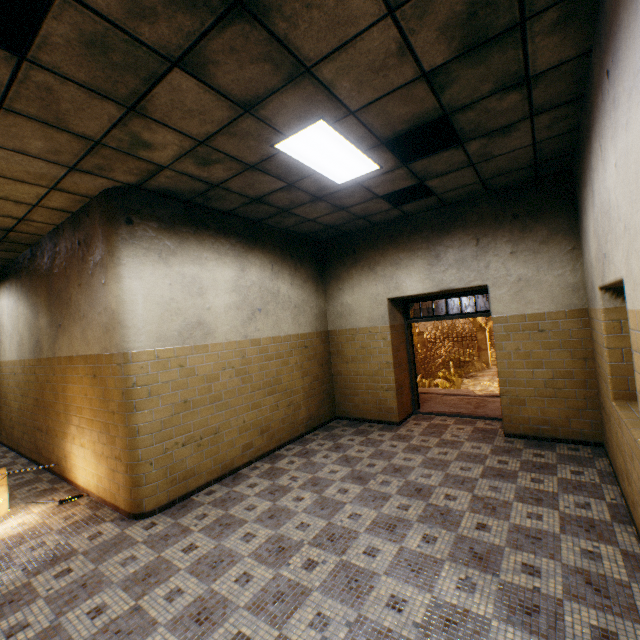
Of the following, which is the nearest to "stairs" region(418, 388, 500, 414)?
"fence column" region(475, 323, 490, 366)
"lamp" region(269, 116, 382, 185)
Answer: "lamp" region(269, 116, 382, 185)

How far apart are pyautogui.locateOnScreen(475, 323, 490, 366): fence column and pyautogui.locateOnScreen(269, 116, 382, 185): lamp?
19.4 meters

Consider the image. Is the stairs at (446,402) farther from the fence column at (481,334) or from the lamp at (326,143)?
the fence column at (481,334)

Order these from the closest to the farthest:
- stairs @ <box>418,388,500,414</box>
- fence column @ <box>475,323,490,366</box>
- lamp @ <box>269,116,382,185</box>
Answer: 1. lamp @ <box>269,116,382,185</box>
2. stairs @ <box>418,388,500,414</box>
3. fence column @ <box>475,323,490,366</box>

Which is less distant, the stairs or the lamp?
the lamp

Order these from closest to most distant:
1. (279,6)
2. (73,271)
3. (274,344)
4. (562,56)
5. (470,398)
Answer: (279,6) < (562,56) < (73,271) < (274,344) < (470,398)

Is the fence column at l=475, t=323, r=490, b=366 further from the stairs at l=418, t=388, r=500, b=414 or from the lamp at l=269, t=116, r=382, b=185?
the lamp at l=269, t=116, r=382, b=185

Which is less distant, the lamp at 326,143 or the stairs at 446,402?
the lamp at 326,143
